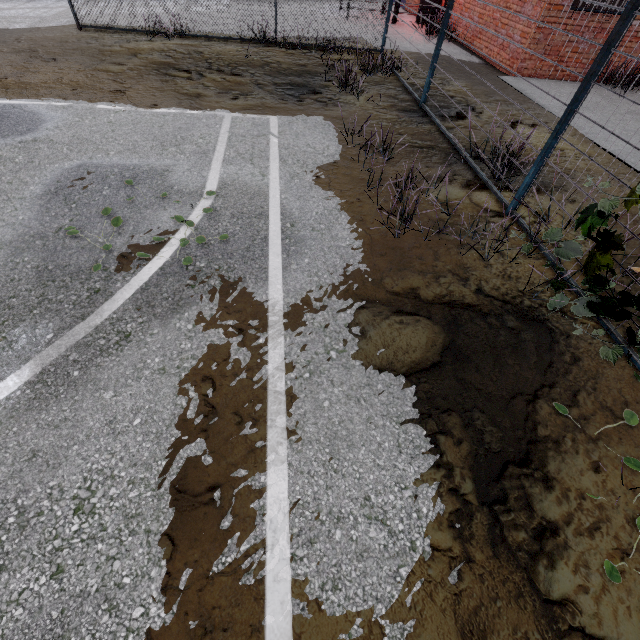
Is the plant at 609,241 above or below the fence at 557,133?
below

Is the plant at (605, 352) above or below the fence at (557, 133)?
below

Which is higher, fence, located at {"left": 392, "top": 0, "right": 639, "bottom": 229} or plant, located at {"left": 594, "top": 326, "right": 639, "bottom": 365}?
fence, located at {"left": 392, "top": 0, "right": 639, "bottom": 229}

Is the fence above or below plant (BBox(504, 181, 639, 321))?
above

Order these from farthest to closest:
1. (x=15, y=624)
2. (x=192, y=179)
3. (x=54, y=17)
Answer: (x=54, y=17) → (x=192, y=179) → (x=15, y=624)
